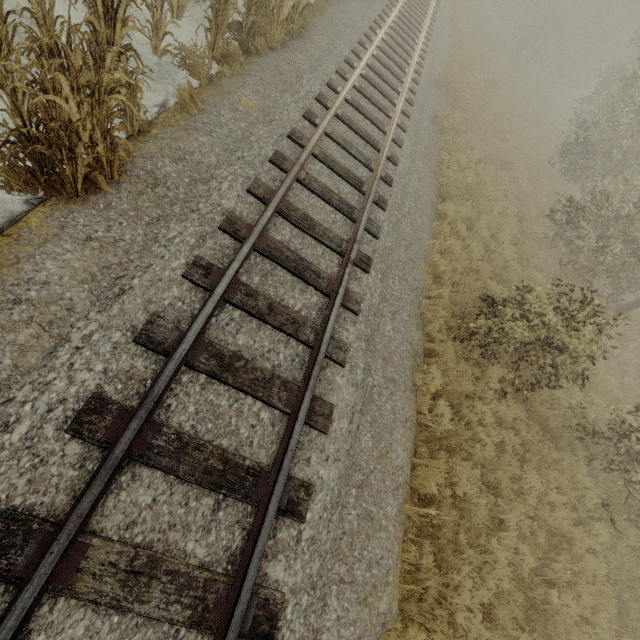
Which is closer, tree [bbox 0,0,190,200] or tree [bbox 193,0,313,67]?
tree [bbox 0,0,190,200]

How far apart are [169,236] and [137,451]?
2.6m

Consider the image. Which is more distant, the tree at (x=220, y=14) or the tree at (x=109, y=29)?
the tree at (x=220, y=14)
